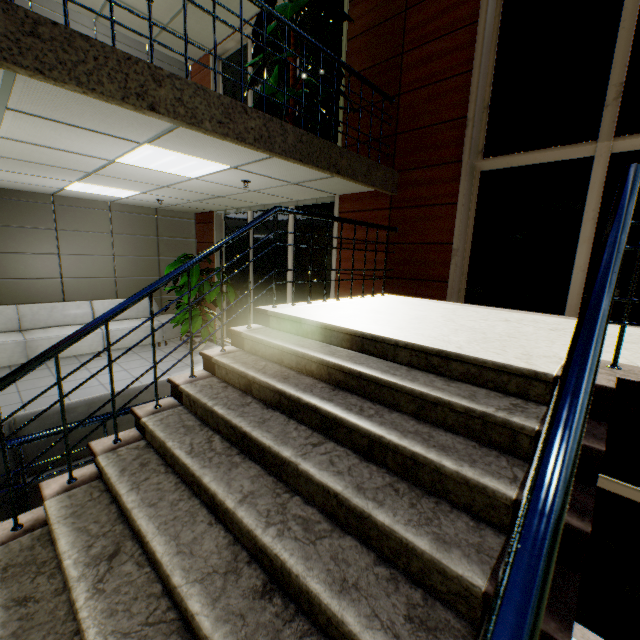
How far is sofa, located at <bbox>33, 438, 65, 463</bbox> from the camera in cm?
236

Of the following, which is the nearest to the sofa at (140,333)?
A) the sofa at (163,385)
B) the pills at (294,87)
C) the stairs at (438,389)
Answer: the sofa at (163,385)

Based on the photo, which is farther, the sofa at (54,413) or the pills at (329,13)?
the pills at (329,13)

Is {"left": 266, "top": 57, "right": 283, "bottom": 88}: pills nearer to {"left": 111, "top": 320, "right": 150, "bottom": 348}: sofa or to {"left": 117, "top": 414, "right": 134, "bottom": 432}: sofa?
{"left": 117, "top": 414, "right": 134, "bottom": 432}: sofa

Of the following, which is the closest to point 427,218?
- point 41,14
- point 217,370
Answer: point 217,370

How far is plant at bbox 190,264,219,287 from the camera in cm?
661

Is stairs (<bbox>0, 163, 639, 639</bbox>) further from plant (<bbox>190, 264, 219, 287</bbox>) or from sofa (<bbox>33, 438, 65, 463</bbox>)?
plant (<bbox>190, 264, 219, 287</bbox>)
